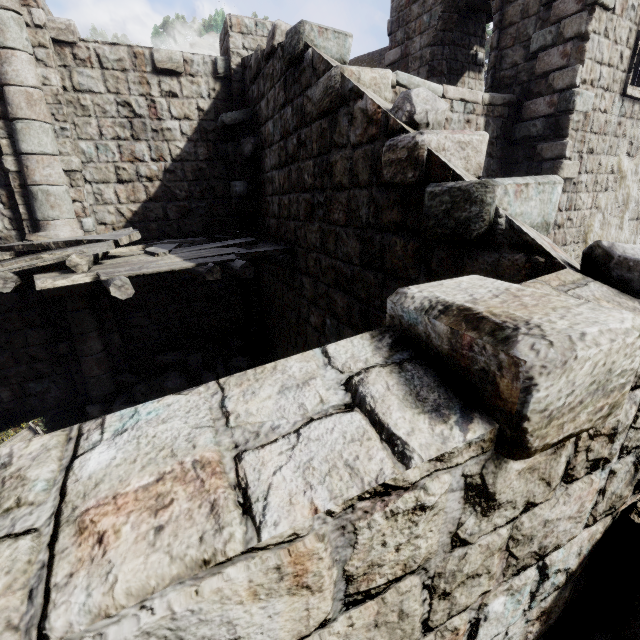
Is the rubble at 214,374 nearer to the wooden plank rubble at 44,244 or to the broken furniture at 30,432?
the broken furniture at 30,432

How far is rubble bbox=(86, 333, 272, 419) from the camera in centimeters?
845cm

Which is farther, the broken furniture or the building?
the broken furniture

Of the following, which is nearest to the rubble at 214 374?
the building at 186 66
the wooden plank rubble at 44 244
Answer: the building at 186 66

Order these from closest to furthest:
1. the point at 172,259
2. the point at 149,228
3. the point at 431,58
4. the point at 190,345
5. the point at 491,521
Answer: →
1. the point at 491,521
2. the point at 172,259
3. the point at 149,228
4. the point at 431,58
5. the point at 190,345

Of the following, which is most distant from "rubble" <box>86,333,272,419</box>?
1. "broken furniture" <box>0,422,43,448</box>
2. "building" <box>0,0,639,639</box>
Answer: "broken furniture" <box>0,422,43,448</box>

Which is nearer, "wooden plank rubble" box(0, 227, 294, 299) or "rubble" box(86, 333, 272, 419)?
"wooden plank rubble" box(0, 227, 294, 299)

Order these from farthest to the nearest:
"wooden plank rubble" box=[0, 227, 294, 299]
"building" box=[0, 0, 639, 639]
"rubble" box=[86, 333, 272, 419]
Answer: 1. "rubble" box=[86, 333, 272, 419]
2. "wooden plank rubble" box=[0, 227, 294, 299]
3. "building" box=[0, 0, 639, 639]
